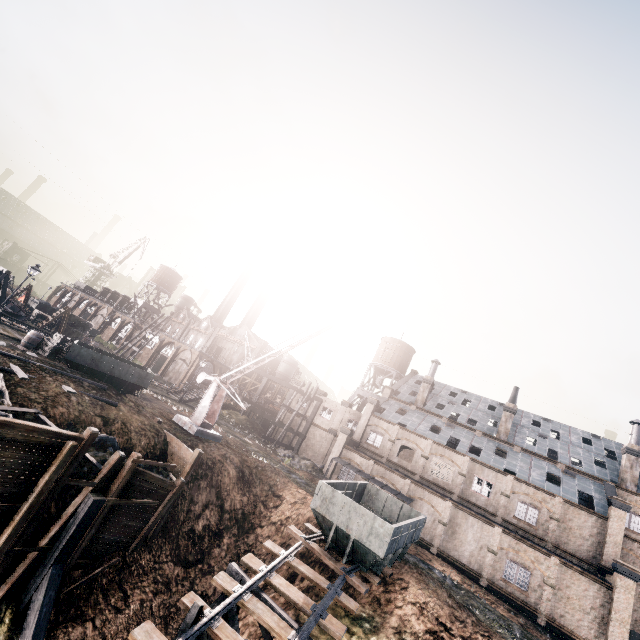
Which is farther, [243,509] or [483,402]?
[483,402]

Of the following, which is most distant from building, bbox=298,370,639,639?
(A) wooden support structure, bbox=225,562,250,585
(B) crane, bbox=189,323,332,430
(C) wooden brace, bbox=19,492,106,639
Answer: (C) wooden brace, bbox=19,492,106,639

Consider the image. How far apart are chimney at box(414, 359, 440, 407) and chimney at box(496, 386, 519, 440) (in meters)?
9.47

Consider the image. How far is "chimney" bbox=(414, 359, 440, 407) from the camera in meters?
48.4

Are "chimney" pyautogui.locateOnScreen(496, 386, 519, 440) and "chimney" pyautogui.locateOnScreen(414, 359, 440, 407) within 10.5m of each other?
yes

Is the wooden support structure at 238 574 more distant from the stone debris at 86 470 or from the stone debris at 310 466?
the stone debris at 310 466

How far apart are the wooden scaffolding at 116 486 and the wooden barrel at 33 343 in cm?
1659

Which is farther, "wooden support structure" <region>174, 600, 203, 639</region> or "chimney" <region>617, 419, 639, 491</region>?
"chimney" <region>617, 419, 639, 491</region>
